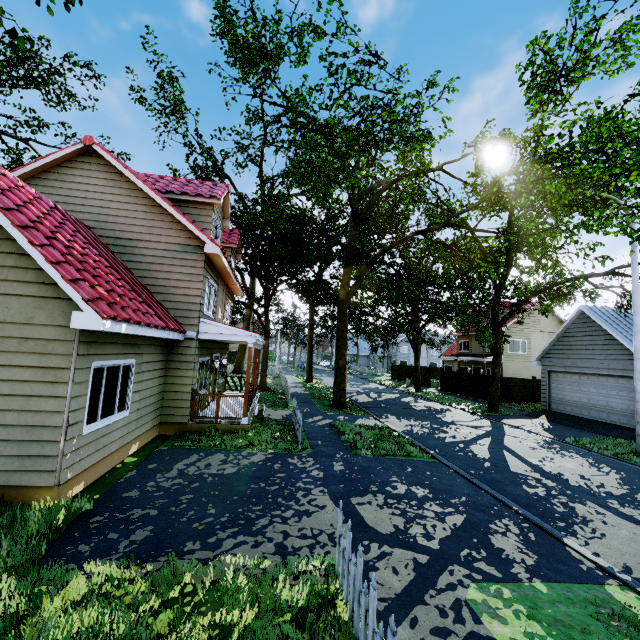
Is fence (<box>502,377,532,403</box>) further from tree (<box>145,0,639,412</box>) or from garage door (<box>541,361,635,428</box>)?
garage door (<box>541,361,635,428</box>)

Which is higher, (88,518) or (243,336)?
(243,336)

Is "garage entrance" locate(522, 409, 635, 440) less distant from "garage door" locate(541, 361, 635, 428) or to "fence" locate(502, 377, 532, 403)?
"garage door" locate(541, 361, 635, 428)

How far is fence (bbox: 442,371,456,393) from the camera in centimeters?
3027cm

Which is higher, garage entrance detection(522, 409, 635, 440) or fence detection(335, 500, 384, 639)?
fence detection(335, 500, 384, 639)

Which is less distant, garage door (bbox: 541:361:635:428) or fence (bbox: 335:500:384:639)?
Answer: fence (bbox: 335:500:384:639)

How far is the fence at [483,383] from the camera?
25.6m
